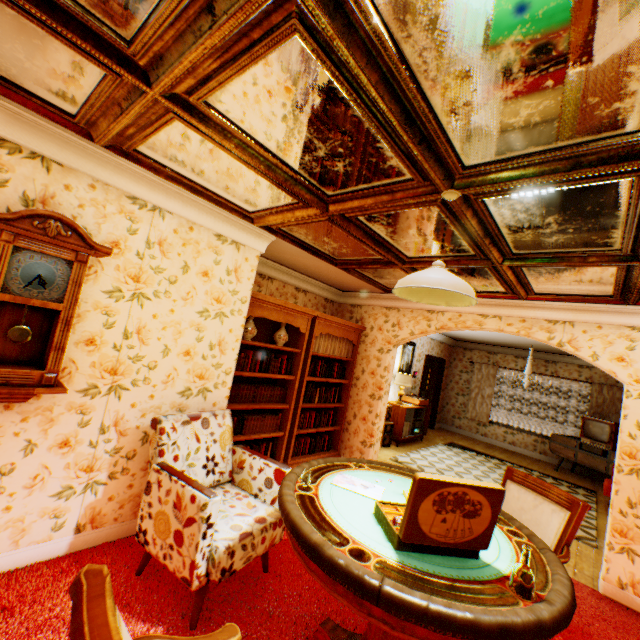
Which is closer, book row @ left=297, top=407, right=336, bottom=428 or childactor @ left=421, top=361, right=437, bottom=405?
book row @ left=297, top=407, right=336, bottom=428

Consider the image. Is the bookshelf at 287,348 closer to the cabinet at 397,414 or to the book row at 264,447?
the book row at 264,447

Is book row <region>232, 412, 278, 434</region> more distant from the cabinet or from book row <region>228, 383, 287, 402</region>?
the cabinet

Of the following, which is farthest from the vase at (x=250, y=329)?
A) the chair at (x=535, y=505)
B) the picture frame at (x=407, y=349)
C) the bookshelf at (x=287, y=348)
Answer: the picture frame at (x=407, y=349)

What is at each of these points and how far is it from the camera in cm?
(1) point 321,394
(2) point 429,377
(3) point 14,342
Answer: (1) book row, 543
(2) childactor, 1116
(3) wall clock, 208

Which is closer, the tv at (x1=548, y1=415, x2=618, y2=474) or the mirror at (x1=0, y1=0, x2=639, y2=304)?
the mirror at (x1=0, y1=0, x2=639, y2=304)

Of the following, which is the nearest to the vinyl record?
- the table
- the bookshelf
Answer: the bookshelf

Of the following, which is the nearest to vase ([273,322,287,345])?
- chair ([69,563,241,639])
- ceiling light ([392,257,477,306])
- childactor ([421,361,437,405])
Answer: ceiling light ([392,257,477,306])
